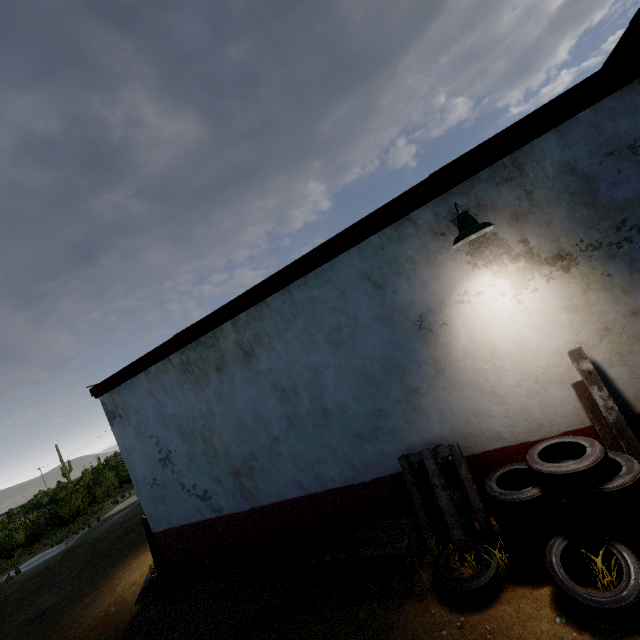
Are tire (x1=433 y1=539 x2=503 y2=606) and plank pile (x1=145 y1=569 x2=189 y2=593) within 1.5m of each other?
no

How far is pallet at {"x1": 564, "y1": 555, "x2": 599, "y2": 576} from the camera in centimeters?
289cm

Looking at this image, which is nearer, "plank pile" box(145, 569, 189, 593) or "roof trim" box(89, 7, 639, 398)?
"roof trim" box(89, 7, 639, 398)

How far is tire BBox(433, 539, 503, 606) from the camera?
3.1m

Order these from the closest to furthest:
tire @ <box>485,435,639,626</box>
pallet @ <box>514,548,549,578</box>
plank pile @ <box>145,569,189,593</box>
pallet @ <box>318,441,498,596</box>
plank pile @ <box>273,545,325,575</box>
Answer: tire @ <box>485,435,639,626</box> → pallet @ <box>514,548,549,578</box> → pallet @ <box>318,441,498,596</box> → plank pile @ <box>273,545,325,575</box> → plank pile @ <box>145,569,189,593</box>

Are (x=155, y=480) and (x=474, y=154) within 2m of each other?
no

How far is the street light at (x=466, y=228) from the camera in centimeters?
326cm

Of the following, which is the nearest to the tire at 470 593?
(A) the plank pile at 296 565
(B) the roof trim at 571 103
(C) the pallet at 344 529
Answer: (C) the pallet at 344 529
